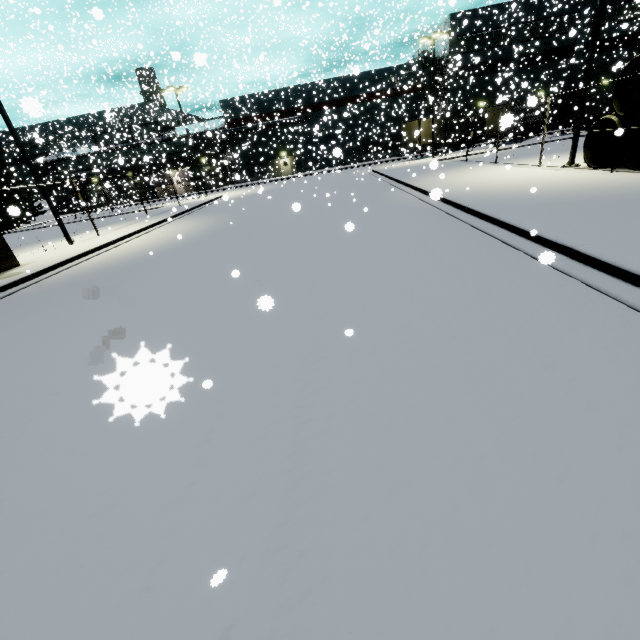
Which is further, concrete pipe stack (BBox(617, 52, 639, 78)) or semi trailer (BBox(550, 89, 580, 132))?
semi trailer (BBox(550, 89, 580, 132))

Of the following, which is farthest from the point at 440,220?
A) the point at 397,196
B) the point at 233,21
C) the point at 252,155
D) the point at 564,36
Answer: the point at 233,21

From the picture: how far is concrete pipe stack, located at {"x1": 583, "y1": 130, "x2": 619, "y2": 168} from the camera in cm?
1300

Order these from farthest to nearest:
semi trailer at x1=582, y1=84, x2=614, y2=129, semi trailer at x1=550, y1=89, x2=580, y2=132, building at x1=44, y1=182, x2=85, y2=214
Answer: building at x1=44, y1=182, x2=85, y2=214 < semi trailer at x1=582, y1=84, x2=614, y2=129 < semi trailer at x1=550, y1=89, x2=580, y2=132

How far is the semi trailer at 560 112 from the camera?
32.7m

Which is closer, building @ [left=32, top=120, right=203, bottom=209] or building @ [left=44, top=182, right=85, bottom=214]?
building @ [left=32, top=120, right=203, bottom=209]

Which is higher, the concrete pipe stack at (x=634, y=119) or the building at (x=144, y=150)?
the building at (x=144, y=150)
